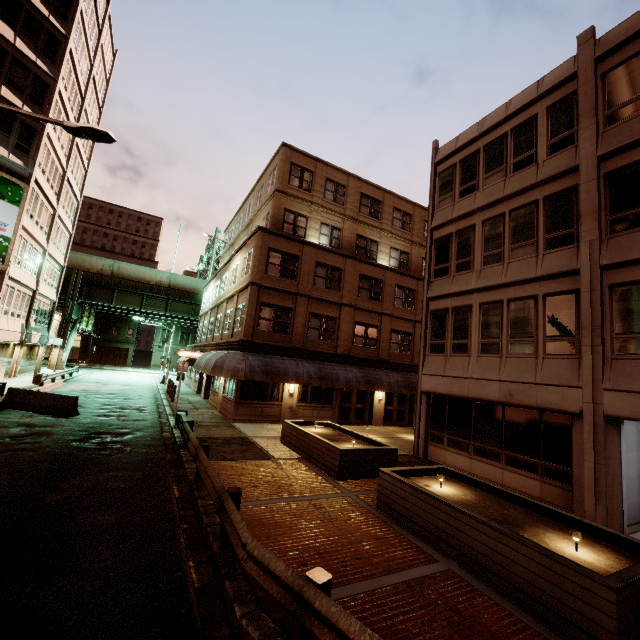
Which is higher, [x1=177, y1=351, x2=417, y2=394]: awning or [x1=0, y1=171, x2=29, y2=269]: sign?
[x1=0, y1=171, x2=29, y2=269]: sign

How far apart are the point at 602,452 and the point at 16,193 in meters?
33.8 m

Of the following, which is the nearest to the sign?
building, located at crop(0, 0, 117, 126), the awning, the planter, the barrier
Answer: building, located at crop(0, 0, 117, 126)

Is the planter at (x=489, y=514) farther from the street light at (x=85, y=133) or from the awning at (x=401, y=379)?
the street light at (x=85, y=133)

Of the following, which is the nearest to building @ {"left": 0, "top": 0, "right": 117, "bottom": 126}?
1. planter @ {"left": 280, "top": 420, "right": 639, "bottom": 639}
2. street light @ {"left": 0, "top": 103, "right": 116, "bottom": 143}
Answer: street light @ {"left": 0, "top": 103, "right": 116, "bottom": 143}

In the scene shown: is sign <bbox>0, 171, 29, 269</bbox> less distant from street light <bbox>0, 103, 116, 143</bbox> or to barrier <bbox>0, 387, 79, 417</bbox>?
barrier <bbox>0, 387, 79, 417</bbox>

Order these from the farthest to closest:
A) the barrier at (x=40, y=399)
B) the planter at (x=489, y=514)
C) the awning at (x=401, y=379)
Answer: the awning at (x=401, y=379) < the barrier at (x=40, y=399) < the planter at (x=489, y=514)

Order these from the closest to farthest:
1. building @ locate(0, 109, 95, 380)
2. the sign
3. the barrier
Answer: the barrier → the sign → building @ locate(0, 109, 95, 380)
